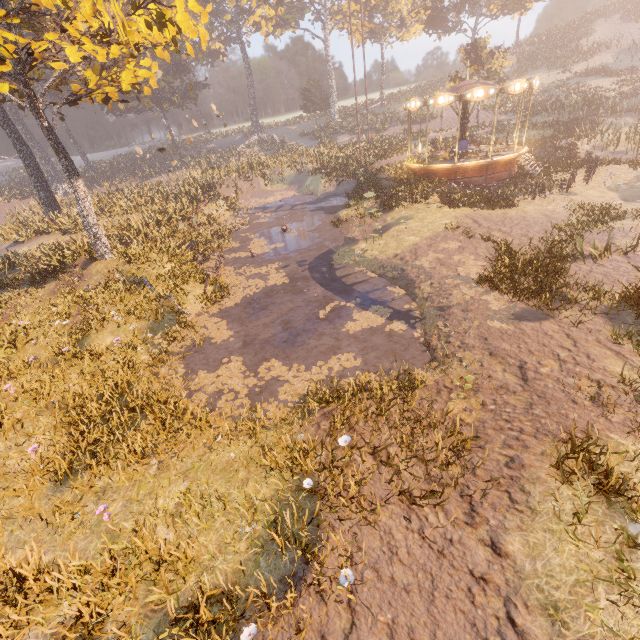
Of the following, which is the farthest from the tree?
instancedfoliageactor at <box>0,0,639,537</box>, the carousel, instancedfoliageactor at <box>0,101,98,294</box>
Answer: the carousel

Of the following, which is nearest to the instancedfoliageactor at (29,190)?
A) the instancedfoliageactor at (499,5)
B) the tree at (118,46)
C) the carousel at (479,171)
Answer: the instancedfoliageactor at (499,5)

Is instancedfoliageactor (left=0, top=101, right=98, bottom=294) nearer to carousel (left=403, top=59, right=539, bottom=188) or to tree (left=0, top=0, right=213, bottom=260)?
tree (left=0, top=0, right=213, bottom=260)

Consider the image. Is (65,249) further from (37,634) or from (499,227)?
(499,227)

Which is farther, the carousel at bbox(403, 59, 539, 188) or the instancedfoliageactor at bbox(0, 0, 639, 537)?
the carousel at bbox(403, 59, 539, 188)

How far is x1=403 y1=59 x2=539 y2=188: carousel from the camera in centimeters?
1781cm

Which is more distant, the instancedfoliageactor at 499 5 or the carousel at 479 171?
the carousel at 479 171
